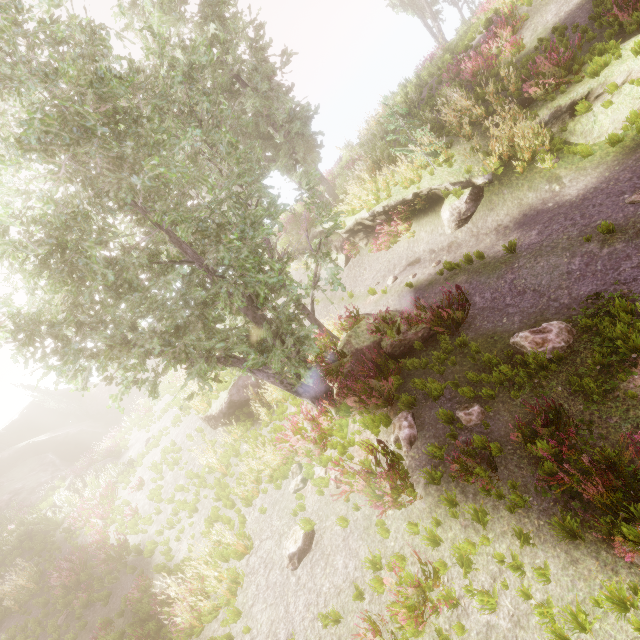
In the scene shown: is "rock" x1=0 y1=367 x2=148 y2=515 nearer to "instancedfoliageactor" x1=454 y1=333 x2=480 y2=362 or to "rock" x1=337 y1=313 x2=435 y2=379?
"instancedfoliageactor" x1=454 y1=333 x2=480 y2=362

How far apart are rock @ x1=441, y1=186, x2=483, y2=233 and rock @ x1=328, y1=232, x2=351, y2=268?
5.92m

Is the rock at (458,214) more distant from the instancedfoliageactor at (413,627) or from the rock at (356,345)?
the instancedfoliageactor at (413,627)

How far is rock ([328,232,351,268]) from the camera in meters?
17.3 m

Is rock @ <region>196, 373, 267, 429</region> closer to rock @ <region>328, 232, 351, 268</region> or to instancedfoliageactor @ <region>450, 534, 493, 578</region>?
instancedfoliageactor @ <region>450, 534, 493, 578</region>

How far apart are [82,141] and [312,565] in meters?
9.3 m

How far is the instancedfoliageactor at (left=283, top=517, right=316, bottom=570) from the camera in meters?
7.0 m

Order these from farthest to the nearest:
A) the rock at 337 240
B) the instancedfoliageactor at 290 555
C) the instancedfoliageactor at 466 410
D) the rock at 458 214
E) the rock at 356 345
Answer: the rock at 337 240 < the rock at 458 214 < the rock at 356 345 < the instancedfoliageactor at 290 555 < the instancedfoliageactor at 466 410
